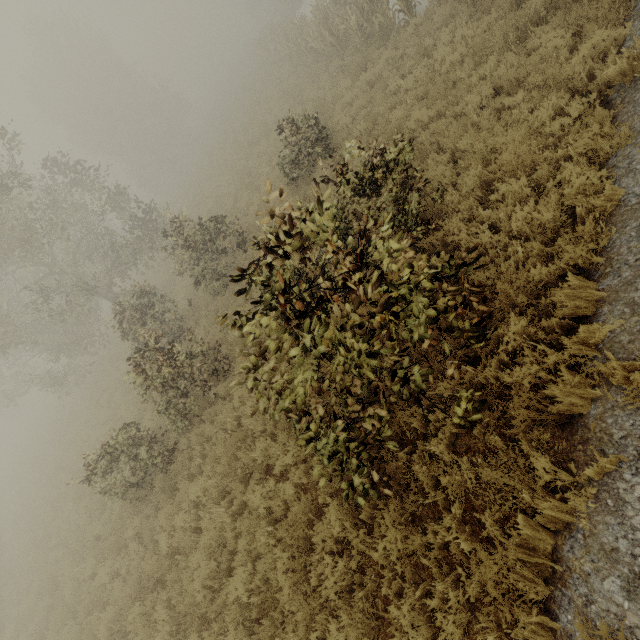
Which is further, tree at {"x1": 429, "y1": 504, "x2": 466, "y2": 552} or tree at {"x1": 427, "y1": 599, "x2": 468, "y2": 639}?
tree at {"x1": 429, "y1": 504, "x2": 466, "y2": 552}

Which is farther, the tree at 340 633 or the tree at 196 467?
the tree at 196 467

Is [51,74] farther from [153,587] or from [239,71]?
[153,587]

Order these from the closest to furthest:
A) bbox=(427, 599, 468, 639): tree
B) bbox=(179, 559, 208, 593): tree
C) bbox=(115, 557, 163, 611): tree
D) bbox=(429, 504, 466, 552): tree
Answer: bbox=(427, 599, 468, 639): tree, bbox=(429, 504, 466, 552): tree, bbox=(179, 559, 208, 593): tree, bbox=(115, 557, 163, 611): tree

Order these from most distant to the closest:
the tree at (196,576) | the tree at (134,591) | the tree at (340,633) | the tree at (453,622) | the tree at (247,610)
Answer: the tree at (134,591) < the tree at (196,576) < the tree at (247,610) < the tree at (340,633) < the tree at (453,622)

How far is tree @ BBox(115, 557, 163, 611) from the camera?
7.57m

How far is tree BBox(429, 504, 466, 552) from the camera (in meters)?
3.83
